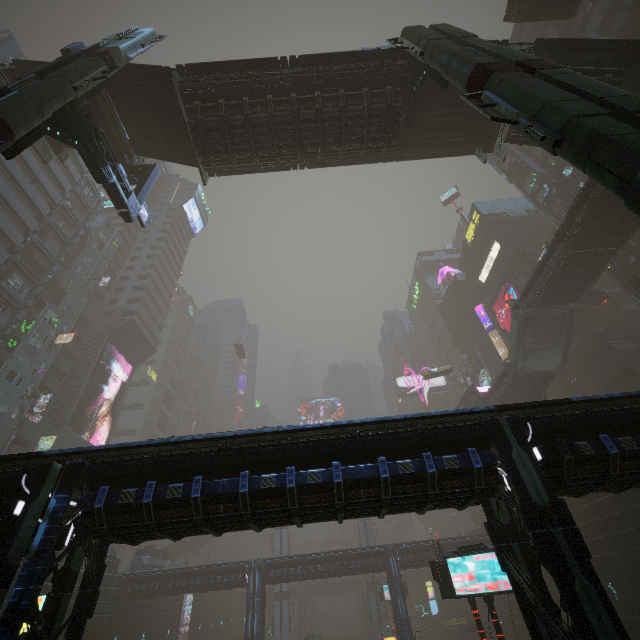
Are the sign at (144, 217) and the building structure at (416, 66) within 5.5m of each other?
no

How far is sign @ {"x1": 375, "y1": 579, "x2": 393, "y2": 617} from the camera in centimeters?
3625cm

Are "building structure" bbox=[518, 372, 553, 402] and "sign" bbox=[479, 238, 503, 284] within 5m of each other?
no

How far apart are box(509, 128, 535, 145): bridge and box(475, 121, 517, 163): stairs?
0.00m

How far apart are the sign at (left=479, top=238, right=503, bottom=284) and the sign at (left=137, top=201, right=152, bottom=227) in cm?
4589

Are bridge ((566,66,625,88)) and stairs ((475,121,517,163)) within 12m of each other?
yes

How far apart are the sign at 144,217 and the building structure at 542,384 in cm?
3624

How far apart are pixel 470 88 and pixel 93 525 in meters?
16.6 m
